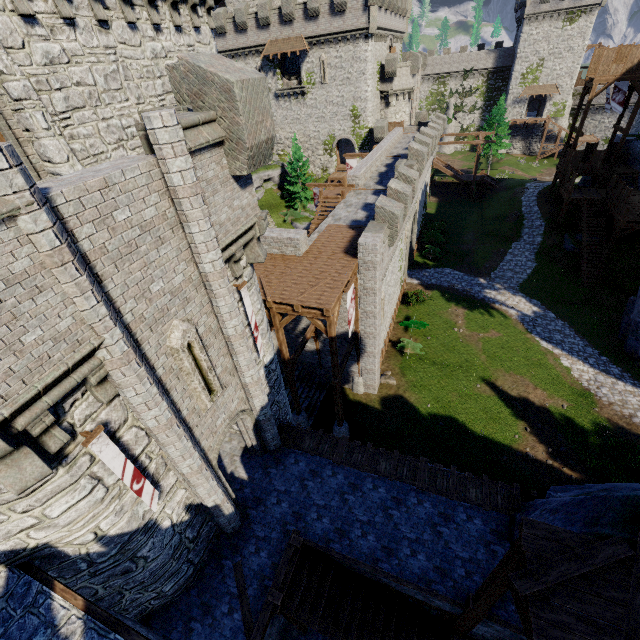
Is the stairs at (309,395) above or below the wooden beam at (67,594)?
below

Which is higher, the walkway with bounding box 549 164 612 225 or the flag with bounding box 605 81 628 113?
the flag with bounding box 605 81 628 113

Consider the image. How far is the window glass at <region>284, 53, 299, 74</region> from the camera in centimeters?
3859cm

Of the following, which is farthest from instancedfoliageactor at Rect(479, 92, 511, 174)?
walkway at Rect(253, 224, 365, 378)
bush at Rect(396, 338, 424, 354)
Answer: walkway at Rect(253, 224, 365, 378)

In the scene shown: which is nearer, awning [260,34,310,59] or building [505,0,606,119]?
awning [260,34,310,59]

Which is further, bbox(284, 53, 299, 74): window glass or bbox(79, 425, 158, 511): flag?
bbox(284, 53, 299, 74): window glass

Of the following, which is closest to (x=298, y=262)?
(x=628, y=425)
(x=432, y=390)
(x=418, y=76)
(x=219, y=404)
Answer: (x=219, y=404)

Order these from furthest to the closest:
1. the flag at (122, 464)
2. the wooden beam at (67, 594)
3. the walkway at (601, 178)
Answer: the walkway at (601, 178) → the flag at (122, 464) → the wooden beam at (67, 594)
